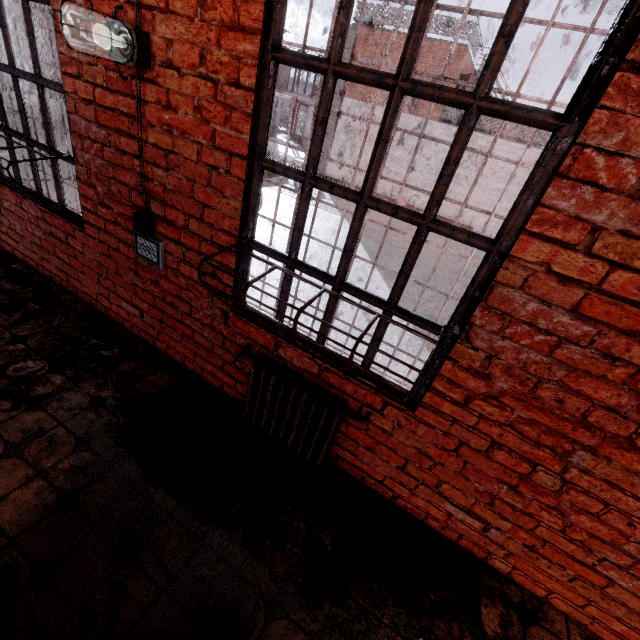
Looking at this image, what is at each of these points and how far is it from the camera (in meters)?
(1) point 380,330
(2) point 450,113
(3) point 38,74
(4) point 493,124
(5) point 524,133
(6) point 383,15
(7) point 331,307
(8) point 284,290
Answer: (1) metal bar, 1.80
(2) metal railing, 15.91
(3) metal bar, 2.32
(4) metal railing, 15.30
(5) metal railing, 14.91
(6) metal railing, 15.68
(7) metal bar, 1.90
(8) metal bar, 2.01

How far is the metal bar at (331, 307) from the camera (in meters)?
1.88

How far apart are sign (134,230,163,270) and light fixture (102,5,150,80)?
0.91m

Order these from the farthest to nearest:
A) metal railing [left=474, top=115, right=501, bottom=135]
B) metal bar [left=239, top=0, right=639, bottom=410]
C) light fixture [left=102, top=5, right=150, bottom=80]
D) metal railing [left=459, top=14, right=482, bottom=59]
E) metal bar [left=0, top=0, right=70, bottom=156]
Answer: metal railing [left=474, top=115, right=501, bottom=135] → metal railing [left=459, top=14, right=482, bottom=59] → metal bar [left=0, top=0, right=70, bottom=156] → light fixture [left=102, top=5, right=150, bottom=80] → metal bar [left=239, top=0, right=639, bottom=410]

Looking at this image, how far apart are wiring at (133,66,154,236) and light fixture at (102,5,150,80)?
0.03m

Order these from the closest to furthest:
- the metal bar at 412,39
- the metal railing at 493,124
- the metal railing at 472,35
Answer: the metal bar at 412,39 → the metal railing at 472,35 → the metal railing at 493,124

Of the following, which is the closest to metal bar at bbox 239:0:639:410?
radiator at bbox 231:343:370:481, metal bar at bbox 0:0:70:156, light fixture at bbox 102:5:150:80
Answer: radiator at bbox 231:343:370:481

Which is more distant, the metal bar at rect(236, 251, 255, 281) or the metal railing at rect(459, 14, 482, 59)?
the metal railing at rect(459, 14, 482, 59)
